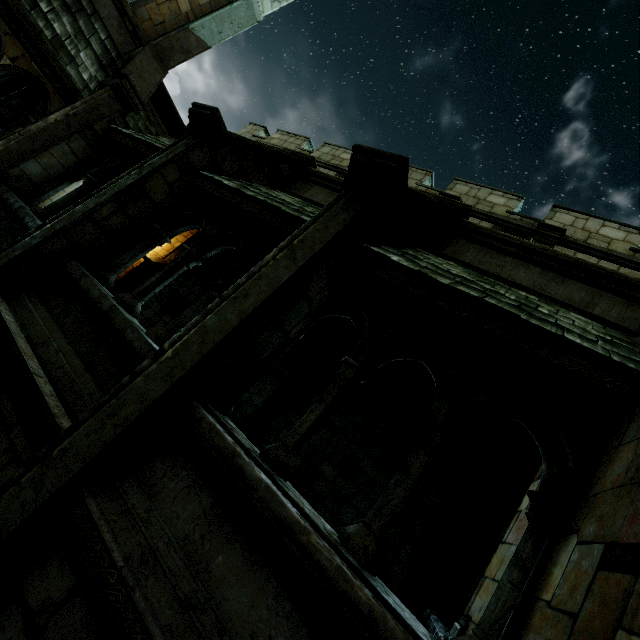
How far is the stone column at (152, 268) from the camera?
10.1m

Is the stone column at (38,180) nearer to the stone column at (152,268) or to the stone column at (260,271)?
the stone column at (152,268)

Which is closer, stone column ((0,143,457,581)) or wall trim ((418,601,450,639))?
stone column ((0,143,457,581))

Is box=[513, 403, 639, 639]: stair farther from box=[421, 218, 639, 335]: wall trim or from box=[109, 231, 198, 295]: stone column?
box=[109, 231, 198, 295]: stone column

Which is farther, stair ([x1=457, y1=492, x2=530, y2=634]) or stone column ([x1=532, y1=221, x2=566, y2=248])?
stone column ([x1=532, y1=221, x2=566, y2=248])

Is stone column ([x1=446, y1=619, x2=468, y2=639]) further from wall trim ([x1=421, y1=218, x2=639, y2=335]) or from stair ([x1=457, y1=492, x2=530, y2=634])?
wall trim ([x1=421, y1=218, x2=639, y2=335])

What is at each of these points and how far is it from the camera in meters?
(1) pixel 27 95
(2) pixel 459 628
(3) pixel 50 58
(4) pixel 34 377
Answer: (1) stone column, 9.9
(2) stone column, 2.8
(3) building, 6.1
(4) wall trim, 3.1

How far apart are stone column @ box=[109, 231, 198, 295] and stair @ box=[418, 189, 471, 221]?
7.5 meters
